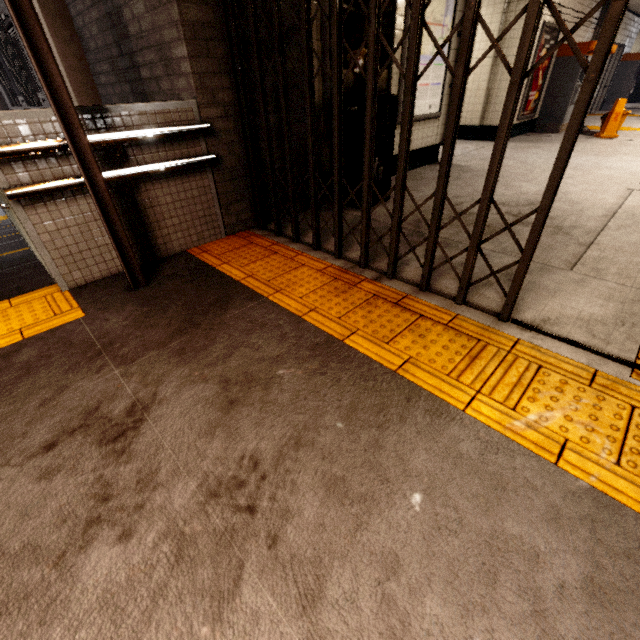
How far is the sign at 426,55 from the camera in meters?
4.4

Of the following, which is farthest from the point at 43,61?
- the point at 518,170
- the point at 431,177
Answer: the point at 518,170

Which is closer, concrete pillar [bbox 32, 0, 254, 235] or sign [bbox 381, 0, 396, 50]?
concrete pillar [bbox 32, 0, 254, 235]

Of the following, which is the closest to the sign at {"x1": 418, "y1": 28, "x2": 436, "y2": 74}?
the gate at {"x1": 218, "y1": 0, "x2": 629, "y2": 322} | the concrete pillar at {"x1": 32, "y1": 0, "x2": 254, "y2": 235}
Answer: the concrete pillar at {"x1": 32, "y1": 0, "x2": 254, "y2": 235}

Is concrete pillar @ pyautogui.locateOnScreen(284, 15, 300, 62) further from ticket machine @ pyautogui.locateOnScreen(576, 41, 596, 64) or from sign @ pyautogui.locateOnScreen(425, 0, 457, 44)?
ticket machine @ pyautogui.locateOnScreen(576, 41, 596, 64)

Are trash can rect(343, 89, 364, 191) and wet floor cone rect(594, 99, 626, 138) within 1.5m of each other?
no

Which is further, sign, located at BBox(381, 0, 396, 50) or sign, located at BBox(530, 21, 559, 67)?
sign, located at BBox(530, 21, 559, 67)

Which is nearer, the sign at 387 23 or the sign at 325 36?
the sign at 325 36
